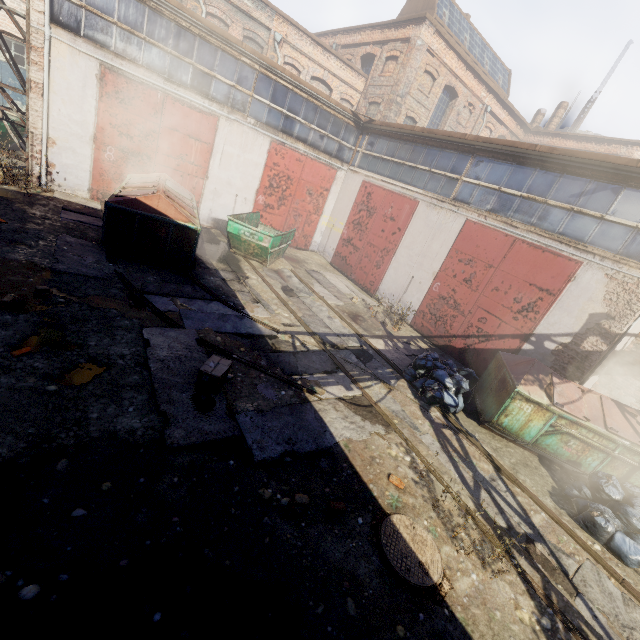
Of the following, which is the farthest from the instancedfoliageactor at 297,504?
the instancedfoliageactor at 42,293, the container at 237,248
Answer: the container at 237,248

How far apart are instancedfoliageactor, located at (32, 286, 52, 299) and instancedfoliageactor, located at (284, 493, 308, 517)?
5.7 meters

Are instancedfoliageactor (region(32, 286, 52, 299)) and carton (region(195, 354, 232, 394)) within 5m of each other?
yes

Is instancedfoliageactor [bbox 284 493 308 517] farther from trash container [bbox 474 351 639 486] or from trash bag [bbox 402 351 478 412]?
trash container [bbox 474 351 639 486]

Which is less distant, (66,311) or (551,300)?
(66,311)

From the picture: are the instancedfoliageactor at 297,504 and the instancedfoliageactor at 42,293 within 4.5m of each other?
no

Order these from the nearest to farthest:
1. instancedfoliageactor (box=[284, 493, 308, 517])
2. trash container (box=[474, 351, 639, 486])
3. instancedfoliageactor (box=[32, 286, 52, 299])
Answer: instancedfoliageactor (box=[284, 493, 308, 517]) → instancedfoliageactor (box=[32, 286, 52, 299]) → trash container (box=[474, 351, 639, 486])

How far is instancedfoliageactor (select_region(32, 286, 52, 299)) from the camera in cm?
584
